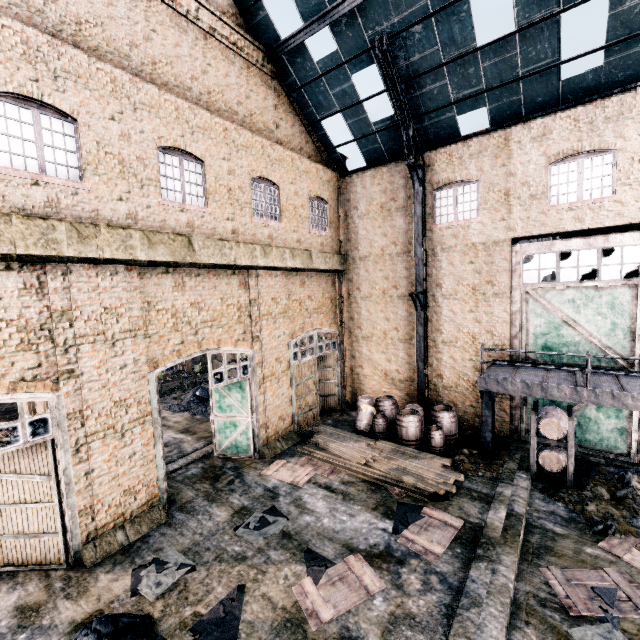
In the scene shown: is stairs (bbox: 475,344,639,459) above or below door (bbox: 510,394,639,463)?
above

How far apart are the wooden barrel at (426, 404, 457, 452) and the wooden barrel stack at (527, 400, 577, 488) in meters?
2.7 m

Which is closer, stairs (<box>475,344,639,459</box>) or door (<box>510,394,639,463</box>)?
stairs (<box>475,344,639,459</box>)

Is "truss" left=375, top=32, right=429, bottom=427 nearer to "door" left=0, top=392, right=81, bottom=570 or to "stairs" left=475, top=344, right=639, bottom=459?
"stairs" left=475, top=344, right=639, bottom=459

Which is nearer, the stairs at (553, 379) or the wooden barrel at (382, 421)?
the stairs at (553, 379)

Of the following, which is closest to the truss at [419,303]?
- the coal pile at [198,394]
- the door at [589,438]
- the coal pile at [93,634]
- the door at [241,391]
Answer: the door at [589,438]

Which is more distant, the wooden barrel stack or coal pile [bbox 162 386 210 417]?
coal pile [bbox 162 386 210 417]

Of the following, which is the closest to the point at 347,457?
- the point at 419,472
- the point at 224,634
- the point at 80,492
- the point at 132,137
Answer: the point at 419,472
